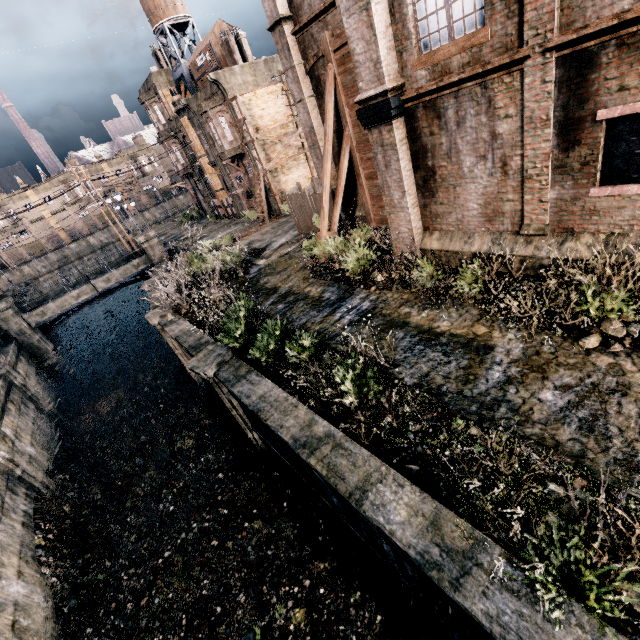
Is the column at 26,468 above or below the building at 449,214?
below

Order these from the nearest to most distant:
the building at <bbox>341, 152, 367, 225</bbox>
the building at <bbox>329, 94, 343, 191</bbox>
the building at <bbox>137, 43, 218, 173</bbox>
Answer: the building at <bbox>329, 94, 343, 191</bbox> < the building at <bbox>341, 152, 367, 225</bbox> < the building at <bbox>137, 43, 218, 173</bbox>

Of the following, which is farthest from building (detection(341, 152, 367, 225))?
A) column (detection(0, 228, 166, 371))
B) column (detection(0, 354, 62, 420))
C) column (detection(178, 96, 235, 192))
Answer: column (detection(0, 354, 62, 420))

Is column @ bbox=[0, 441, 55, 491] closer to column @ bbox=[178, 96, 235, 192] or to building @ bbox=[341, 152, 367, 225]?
building @ bbox=[341, 152, 367, 225]

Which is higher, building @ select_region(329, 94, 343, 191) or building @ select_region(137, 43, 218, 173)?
building @ select_region(137, 43, 218, 173)

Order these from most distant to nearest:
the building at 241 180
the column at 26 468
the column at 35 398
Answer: the building at 241 180
the column at 35 398
the column at 26 468

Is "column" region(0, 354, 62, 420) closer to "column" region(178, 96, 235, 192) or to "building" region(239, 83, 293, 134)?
"building" region(239, 83, 293, 134)

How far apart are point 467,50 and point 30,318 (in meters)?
35.15
